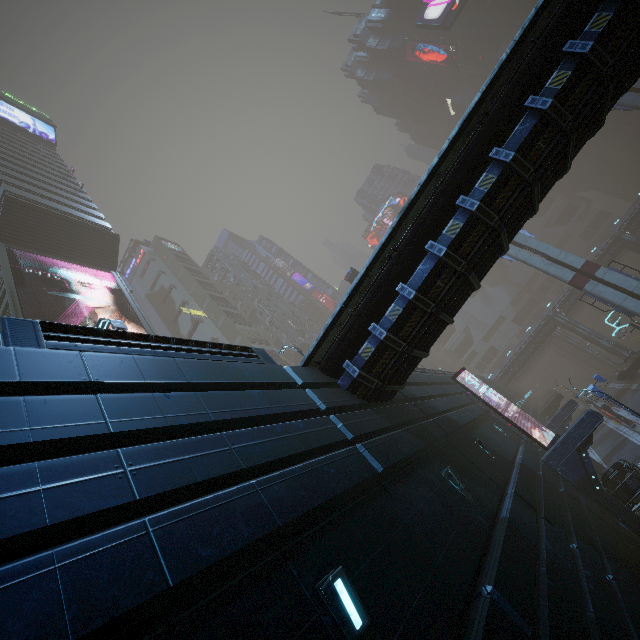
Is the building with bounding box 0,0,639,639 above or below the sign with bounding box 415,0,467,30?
below

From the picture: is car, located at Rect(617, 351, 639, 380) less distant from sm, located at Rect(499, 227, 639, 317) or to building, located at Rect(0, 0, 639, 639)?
building, located at Rect(0, 0, 639, 639)

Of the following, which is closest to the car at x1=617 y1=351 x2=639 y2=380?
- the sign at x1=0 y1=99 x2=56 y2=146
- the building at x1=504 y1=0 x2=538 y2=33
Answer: the building at x1=504 y1=0 x2=538 y2=33

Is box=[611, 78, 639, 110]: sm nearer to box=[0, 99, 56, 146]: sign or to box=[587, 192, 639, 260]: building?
box=[587, 192, 639, 260]: building

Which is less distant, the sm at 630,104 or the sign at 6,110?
the sm at 630,104

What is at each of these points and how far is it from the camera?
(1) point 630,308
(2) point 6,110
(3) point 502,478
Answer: (1) sm, 23.47m
(2) sign, 50.19m
(3) building, 11.38m

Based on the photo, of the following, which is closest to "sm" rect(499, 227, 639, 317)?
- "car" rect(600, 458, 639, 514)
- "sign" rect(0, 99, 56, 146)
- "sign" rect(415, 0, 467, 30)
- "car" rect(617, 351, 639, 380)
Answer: "car" rect(600, 458, 639, 514)

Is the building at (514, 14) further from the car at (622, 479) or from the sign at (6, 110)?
the car at (622, 479)
